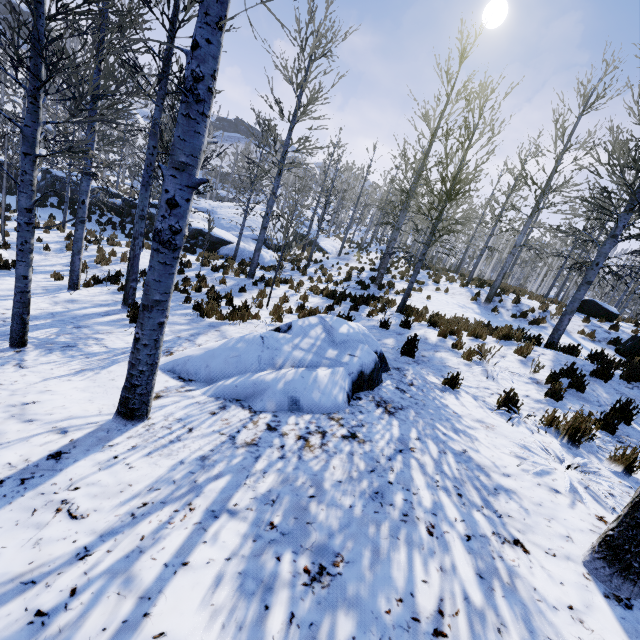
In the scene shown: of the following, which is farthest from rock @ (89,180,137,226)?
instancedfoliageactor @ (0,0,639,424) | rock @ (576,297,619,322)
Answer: rock @ (576,297,619,322)

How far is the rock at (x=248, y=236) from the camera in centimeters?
1931cm

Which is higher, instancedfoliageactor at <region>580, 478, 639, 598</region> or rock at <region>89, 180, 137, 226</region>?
instancedfoliageactor at <region>580, 478, 639, 598</region>

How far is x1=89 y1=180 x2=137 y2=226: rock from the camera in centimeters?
2102cm

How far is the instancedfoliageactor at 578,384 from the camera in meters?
5.4 m

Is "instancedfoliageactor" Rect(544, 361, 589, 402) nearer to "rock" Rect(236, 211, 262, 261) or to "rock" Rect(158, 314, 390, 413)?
"rock" Rect(236, 211, 262, 261)

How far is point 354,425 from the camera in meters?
3.4 m
